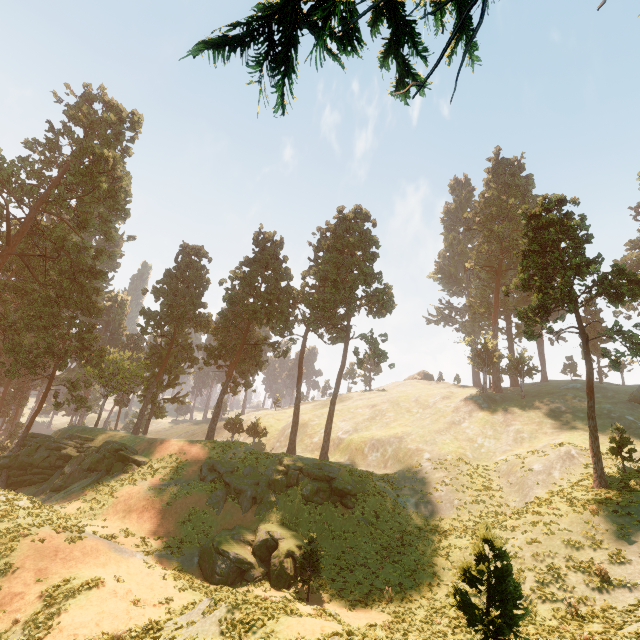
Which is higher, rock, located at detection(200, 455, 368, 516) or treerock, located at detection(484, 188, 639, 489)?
treerock, located at detection(484, 188, 639, 489)

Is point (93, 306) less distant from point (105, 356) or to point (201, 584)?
point (105, 356)

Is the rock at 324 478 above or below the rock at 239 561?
above

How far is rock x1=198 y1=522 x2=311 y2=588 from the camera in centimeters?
2144cm

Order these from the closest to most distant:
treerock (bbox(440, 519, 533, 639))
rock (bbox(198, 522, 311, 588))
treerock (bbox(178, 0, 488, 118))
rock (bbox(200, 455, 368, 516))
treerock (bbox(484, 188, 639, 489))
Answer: treerock (bbox(178, 0, 488, 118)) → treerock (bbox(440, 519, 533, 639)) → rock (bbox(198, 522, 311, 588)) → treerock (bbox(484, 188, 639, 489)) → rock (bbox(200, 455, 368, 516))

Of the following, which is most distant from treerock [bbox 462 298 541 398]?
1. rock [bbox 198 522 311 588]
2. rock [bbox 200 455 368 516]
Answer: rock [bbox 198 522 311 588]

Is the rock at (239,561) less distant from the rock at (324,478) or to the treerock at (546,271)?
the rock at (324,478)

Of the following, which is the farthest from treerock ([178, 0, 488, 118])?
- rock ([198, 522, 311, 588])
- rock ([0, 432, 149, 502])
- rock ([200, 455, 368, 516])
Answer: rock ([198, 522, 311, 588])
